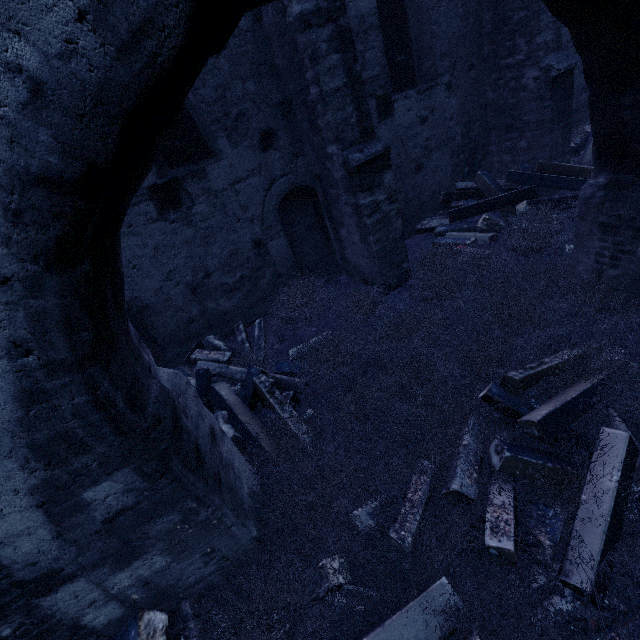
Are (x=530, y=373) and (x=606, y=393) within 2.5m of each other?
yes

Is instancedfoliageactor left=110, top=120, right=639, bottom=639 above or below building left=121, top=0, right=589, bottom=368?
below

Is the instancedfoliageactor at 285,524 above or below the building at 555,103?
below

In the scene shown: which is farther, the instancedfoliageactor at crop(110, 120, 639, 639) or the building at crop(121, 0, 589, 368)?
the building at crop(121, 0, 589, 368)

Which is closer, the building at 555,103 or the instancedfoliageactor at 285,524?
the instancedfoliageactor at 285,524
